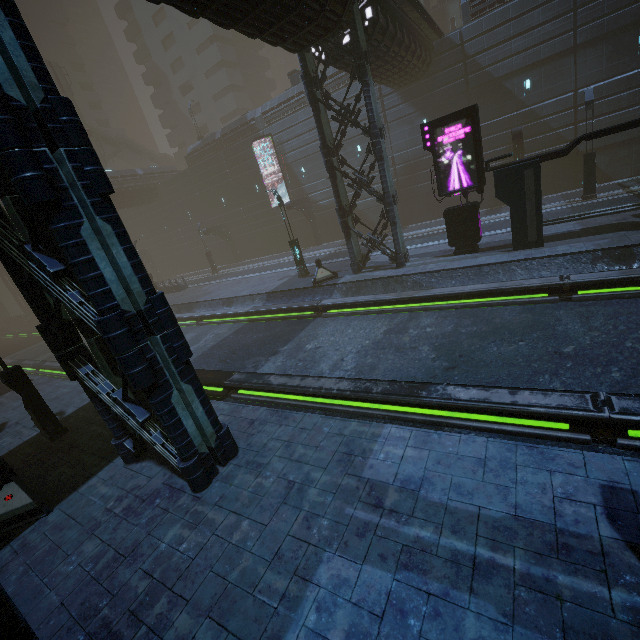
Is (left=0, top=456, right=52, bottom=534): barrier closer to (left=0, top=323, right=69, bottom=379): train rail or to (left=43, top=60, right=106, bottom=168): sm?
(left=0, top=323, right=69, bottom=379): train rail

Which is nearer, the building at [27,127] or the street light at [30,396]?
the building at [27,127]

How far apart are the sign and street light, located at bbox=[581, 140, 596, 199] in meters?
8.4 m

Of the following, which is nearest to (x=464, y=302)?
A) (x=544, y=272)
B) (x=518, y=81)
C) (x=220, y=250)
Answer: (x=544, y=272)

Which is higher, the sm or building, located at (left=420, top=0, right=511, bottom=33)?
the sm

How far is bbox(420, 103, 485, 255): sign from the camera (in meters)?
13.44

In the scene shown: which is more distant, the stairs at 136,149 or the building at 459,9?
the stairs at 136,149

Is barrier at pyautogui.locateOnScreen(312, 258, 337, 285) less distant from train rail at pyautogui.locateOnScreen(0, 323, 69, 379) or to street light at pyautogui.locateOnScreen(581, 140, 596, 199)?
train rail at pyautogui.locateOnScreen(0, 323, 69, 379)
